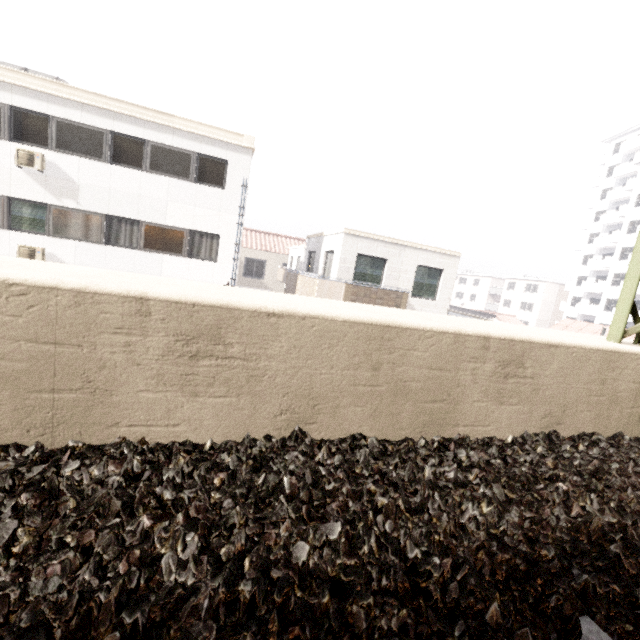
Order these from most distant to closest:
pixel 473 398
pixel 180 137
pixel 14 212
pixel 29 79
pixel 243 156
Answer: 1. pixel 243 156
2. pixel 180 137
3. pixel 14 212
4. pixel 29 79
5. pixel 473 398

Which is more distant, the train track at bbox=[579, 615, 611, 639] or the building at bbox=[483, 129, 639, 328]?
the building at bbox=[483, 129, 639, 328]

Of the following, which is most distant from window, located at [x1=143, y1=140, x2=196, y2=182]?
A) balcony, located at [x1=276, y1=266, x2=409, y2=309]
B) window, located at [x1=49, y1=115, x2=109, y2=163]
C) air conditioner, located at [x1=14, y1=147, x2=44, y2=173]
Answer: balcony, located at [x1=276, y1=266, x2=409, y2=309]

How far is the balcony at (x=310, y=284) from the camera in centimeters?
1245cm

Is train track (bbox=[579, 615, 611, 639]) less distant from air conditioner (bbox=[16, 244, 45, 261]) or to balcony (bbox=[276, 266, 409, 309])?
balcony (bbox=[276, 266, 409, 309])

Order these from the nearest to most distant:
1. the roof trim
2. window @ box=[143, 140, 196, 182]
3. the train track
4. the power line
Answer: the train track → the power line → the roof trim → window @ box=[143, 140, 196, 182]

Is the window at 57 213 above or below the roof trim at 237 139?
below

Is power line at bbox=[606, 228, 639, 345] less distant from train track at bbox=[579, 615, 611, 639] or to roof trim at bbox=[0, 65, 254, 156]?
train track at bbox=[579, 615, 611, 639]
